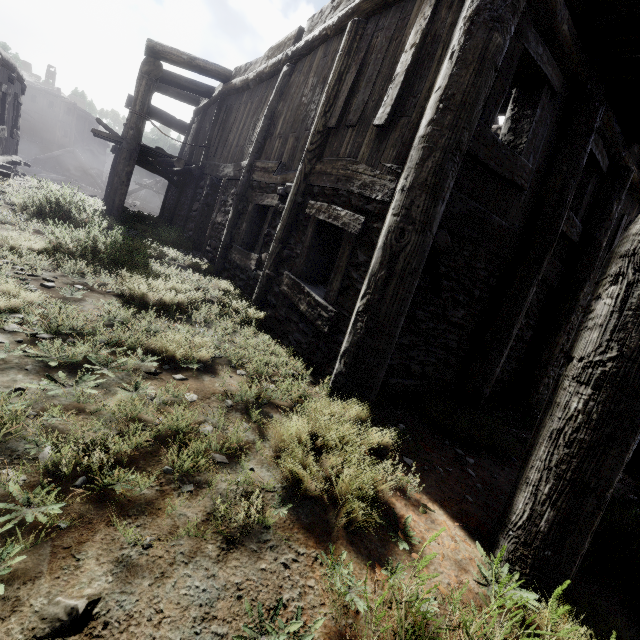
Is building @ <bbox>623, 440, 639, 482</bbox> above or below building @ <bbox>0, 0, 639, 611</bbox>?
below

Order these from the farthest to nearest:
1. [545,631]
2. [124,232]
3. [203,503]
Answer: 1. [124,232]
2. [203,503]
3. [545,631]

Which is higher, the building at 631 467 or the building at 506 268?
the building at 506 268

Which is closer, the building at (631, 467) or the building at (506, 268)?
the building at (506, 268)

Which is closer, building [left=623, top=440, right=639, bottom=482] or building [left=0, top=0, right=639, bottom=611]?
building [left=0, top=0, right=639, bottom=611]
